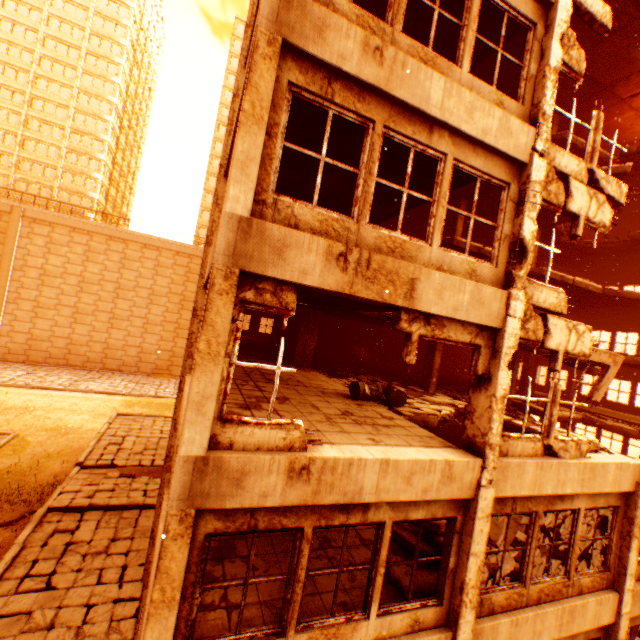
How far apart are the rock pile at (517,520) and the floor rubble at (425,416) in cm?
91

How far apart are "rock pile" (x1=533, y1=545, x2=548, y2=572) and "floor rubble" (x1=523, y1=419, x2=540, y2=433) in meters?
0.9 m

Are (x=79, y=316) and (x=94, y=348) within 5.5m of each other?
yes

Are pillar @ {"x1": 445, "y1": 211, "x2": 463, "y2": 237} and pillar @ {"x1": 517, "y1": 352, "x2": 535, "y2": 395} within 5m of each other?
no

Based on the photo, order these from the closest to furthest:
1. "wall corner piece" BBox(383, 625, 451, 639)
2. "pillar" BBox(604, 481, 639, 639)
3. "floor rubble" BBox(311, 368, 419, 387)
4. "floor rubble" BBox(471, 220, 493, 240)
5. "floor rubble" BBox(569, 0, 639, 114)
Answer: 1. "wall corner piece" BBox(383, 625, 451, 639)
2. "pillar" BBox(604, 481, 639, 639)
3. "floor rubble" BBox(569, 0, 639, 114)
4. "floor rubble" BBox(311, 368, 419, 387)
5. "floor rubble" BBox(471, 220, 493, 240)

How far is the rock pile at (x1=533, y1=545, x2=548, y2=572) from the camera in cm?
771
